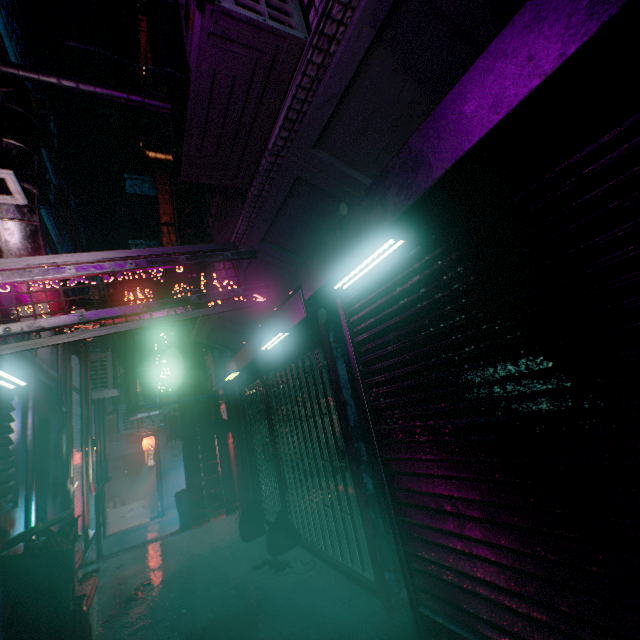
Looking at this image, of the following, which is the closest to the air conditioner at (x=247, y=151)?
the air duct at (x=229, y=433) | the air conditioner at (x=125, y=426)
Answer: the air duct at (x=229, y=433)

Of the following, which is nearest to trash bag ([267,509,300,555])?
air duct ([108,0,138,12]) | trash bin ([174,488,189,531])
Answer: trash bin ([174,488,189,531])

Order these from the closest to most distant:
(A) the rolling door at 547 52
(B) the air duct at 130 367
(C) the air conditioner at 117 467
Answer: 1. (A) the rolling door at 547 52
2. (B) the air duct at 130 367
3. (C) the air conditioner at 117 467

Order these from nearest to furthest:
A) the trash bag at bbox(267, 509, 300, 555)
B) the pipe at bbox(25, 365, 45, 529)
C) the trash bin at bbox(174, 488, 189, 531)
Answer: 1. the pipe at bbox(25, 365, 45, 529)
2. the trash bag at bbox(267, 509, 300, 555)
3. the trash bin at bbox(174, 488, 189, 531)

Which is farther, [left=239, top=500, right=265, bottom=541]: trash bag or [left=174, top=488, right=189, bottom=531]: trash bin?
[left=174, top=488, right=189, bottom=531]: trash bin

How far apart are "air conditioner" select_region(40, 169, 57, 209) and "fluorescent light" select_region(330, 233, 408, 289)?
12.0 meters

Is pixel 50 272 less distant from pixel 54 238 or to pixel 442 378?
pixel 442 378

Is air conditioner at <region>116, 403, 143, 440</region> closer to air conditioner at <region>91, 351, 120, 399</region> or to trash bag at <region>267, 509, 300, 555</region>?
air conditioner at <region>91, 351, 120, 399</region>
